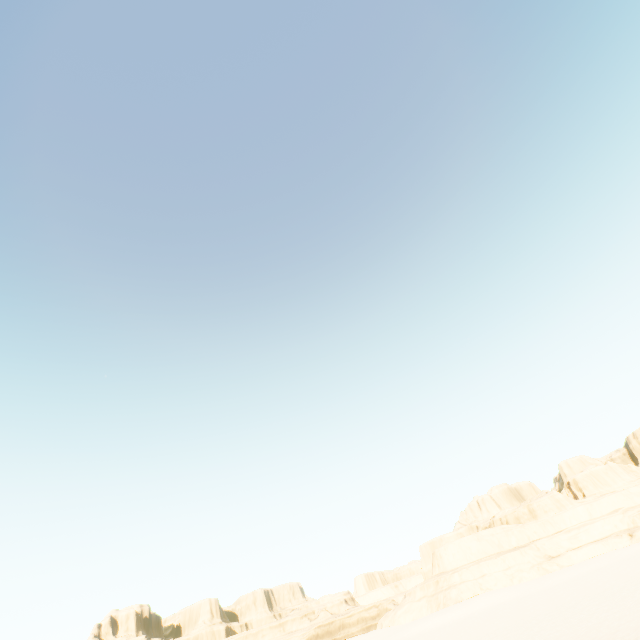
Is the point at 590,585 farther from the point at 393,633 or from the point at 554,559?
the point at 393,633
